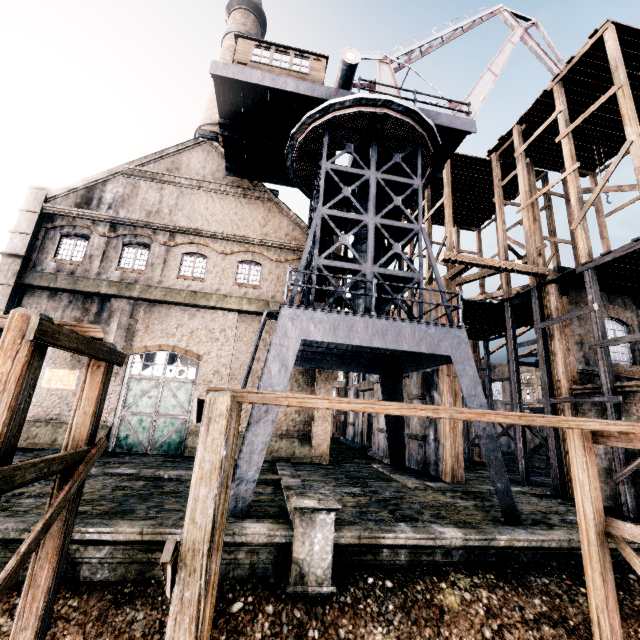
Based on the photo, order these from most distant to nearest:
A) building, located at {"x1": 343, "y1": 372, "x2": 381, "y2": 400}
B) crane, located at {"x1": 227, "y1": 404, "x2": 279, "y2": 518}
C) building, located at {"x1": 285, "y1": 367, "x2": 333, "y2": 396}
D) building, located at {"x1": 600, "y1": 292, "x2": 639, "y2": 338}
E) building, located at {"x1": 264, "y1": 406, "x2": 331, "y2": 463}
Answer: building, located at {"x1": 343, "y1": 372, "x2": 381, "y2": 400}, building, located at {"x1": 285, "y1": 367, "x2": 333, "y2": 396}, building, located at {"x1": 264, "y1": 406, "x2": 331, "y2": 463}, building, located at {"x1": 600, "y1": 292, "x2": 639, "y2": 338}, crane, located at {"x1": 227, "y1": 404, "x2": 279, "y2": 518}

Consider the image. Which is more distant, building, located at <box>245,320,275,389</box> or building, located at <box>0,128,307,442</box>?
building, located at <box>245,320,275,389</box>

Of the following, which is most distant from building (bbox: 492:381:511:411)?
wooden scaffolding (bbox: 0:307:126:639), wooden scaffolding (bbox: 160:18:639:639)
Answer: wooden scaffolding (bbox: 0:307:126:639)

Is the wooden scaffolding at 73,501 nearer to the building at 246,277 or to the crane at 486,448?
the crane at 486,448

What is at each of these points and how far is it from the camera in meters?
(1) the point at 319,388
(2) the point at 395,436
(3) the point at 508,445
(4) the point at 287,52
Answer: (1) building, 20.6
(2) crane, 19.1
(3) building, 43.2
(4) building, 16.7

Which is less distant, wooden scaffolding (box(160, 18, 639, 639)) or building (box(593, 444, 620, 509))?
wooden scaffolding (box(160, 18, 639, 639))

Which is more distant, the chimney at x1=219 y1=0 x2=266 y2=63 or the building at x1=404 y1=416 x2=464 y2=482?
the chimney at x1=219 y1=0 x2=266 y2=63

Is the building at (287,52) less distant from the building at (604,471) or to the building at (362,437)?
the building at (362,437)
